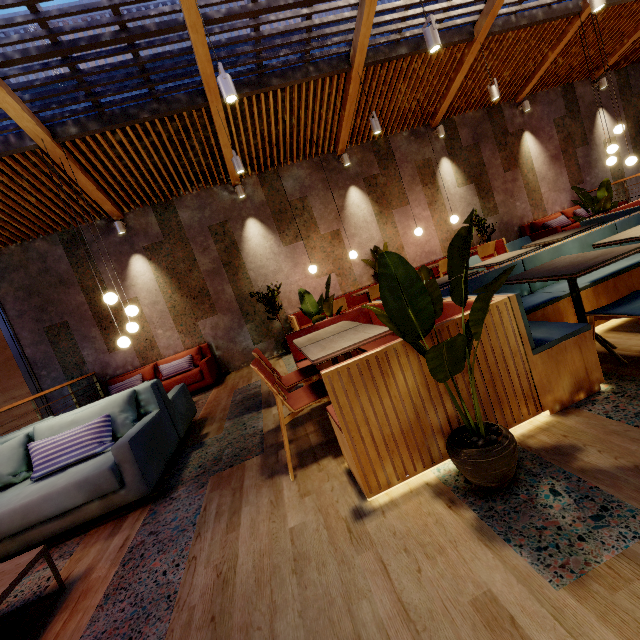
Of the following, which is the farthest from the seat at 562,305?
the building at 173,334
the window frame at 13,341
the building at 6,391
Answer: the building at 6,391

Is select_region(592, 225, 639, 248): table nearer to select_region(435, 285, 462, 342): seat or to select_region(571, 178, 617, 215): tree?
select_region(435, 285, 462, 342): seat

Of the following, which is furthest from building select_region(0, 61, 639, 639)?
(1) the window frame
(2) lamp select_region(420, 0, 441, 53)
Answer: (2) lamp select_region(420, 0, 441, 53)

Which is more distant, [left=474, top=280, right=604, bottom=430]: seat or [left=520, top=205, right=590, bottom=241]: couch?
[left=520, top=205, right=590, bottom=241]: couch

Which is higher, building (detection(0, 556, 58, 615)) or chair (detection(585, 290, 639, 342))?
chair (detection(585, 290, 639, 342))

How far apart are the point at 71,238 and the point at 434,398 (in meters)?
8.19

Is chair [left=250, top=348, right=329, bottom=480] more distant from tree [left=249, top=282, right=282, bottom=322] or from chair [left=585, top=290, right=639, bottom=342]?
tree [left=249, top=282, right=282, bottom=322]

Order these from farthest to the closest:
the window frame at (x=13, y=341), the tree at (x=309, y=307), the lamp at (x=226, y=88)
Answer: the window frame at (x=13, y=341) < the tree at (x=309, y=307) < the lamp at (x=226, y=88)
